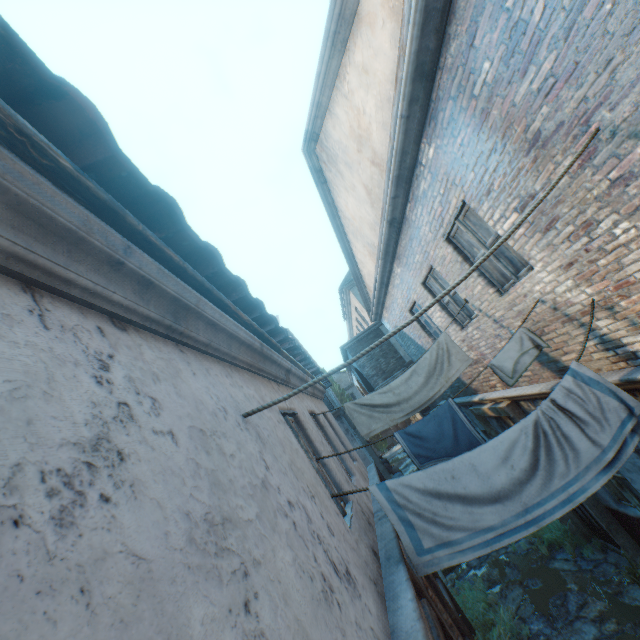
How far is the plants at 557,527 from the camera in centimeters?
730cm

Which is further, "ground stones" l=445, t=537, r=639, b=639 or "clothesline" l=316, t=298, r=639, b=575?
"ground stones" l=445, t=537, r=639, b=639

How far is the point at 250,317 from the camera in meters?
3.1

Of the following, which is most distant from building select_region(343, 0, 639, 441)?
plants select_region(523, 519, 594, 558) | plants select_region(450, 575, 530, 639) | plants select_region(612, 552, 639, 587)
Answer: plants select_region(612, 552, 639, 587)

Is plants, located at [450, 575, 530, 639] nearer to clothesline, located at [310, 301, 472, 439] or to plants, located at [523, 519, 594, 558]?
plants, located at [523, 519, 594, 558]

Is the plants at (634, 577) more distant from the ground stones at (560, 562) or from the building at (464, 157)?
the building at (464, 157)

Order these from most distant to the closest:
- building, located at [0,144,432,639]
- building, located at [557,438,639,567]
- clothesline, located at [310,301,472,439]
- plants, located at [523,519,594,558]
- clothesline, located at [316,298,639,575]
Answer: plants, located at [523,519,594,558]
clothesline, located at [310,301,472,439]
building, located at [557,438,639,567]
clothesline, located at [316,298,639,575]
building, located at [0,144,432,639]

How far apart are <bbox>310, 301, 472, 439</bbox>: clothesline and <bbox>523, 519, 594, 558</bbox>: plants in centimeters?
558cm
